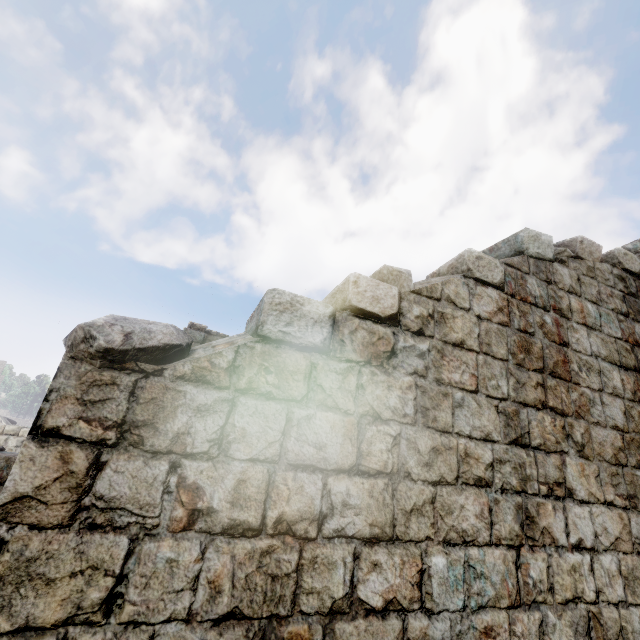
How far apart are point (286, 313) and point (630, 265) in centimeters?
668cm
